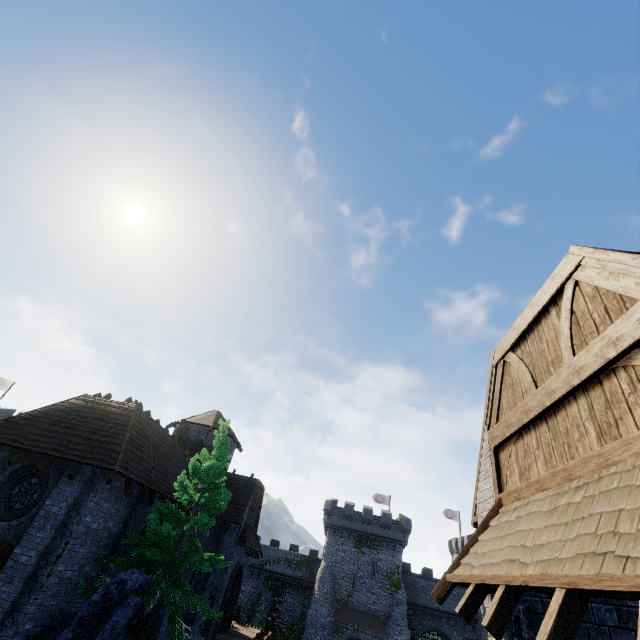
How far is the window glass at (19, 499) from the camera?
12.4 meters

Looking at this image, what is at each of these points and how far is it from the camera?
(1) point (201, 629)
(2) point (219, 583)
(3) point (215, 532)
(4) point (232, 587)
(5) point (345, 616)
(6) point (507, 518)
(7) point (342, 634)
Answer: (1) building, 18.5 meters
(2) building, 19.7 meters
(3) building, 21.5 meters
(4) double door, 23.1 meters
(5) awning, 37.2 meters
(6) awning, 5.2 meters
(7) building, 36.8 meters

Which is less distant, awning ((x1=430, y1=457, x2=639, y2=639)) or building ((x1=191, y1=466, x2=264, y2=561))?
awning ((x1=430, y1=457, x2=639, y2=639))

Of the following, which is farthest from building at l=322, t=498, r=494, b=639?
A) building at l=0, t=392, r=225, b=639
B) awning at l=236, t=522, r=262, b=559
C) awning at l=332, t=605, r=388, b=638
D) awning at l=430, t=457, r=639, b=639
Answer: awning at l=430, t=457, r=639, b=639

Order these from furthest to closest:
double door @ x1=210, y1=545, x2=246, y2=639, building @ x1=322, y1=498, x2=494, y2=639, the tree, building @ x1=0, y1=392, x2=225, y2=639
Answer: building @ x1=322, y1=498, x2=494, y2=639 < double door @ x1=210, y1=545, x2=246, y2=639 < the tree < building @ x1=0, y1=392, x2=225, y2=639

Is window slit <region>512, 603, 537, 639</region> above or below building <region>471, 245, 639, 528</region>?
below

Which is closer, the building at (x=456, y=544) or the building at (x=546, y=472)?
the building at (x=546, y=472)

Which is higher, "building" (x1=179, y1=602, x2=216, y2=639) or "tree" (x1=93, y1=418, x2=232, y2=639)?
"tree" (x1=93, y1=418, x2=232, y2=639)
